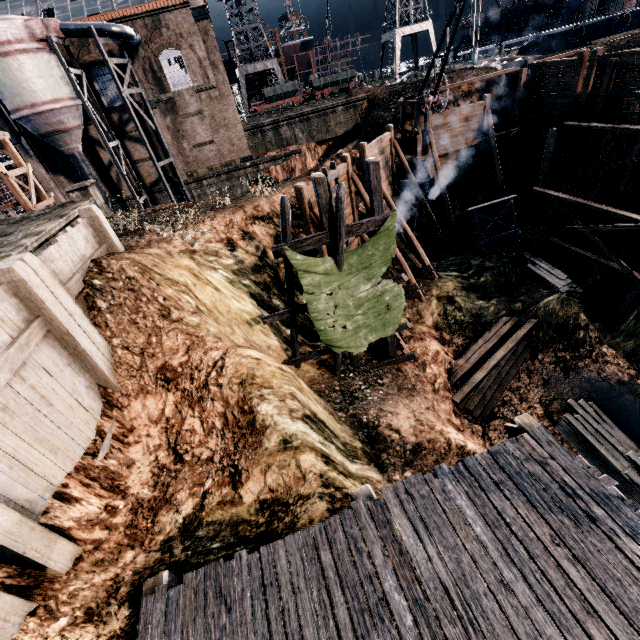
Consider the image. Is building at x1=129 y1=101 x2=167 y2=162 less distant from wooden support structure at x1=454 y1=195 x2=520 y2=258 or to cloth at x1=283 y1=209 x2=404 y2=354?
cloth at x1=283 y1=209 x2=404 y2=354

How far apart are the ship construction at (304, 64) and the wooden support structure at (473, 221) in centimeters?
5229cm

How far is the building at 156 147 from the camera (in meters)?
29.42

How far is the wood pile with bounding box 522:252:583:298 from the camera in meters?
20.3 m

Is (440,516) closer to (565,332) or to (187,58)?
(565,332)

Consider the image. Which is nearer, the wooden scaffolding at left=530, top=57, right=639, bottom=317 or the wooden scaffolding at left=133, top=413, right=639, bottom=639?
the wooden scaffolding at left=133, top=413, right=639, bottom=639

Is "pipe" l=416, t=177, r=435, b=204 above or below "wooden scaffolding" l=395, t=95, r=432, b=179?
below

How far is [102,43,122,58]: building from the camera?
26.36m
